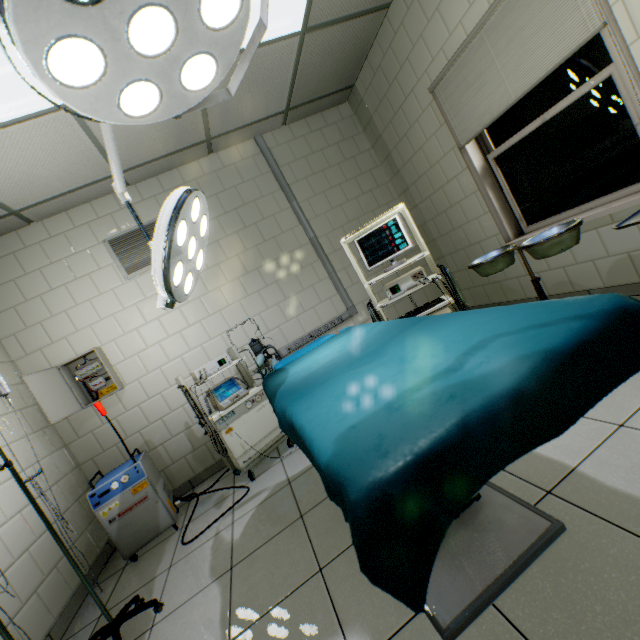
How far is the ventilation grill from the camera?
3.5 meters

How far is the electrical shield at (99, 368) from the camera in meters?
3.2 m

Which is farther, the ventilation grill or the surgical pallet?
the ventilation grill

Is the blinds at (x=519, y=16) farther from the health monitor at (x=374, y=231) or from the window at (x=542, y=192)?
the health monitor at (x=374, y=231)

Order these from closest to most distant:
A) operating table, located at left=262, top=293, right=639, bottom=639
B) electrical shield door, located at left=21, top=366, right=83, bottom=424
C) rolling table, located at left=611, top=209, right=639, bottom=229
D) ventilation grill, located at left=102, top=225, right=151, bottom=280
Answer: operating table, located at left=262, top=293, right=639, bottom=639, rolling table, located at left=611, top=209, right=639, bottom=229, electrical shield door, located at left=21, top=366, right=83, bottom=424, ventilation grill, located at left=102, top=225, right=151, bottom=280

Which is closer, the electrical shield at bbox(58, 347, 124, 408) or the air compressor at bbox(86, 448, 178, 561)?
the air compressor at bbox(86, 448, 178, 561)

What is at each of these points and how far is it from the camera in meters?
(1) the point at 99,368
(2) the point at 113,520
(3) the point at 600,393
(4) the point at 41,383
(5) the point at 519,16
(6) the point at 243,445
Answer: (1) electrical shield, 3.4 m
(2) air compressor, 2.6 m
(3) operating table, 0.6 m
(4) electrical shield door, 3.0 m
(5) blinds, 2.2 m
(6) artificialrespiration, 3.0 m

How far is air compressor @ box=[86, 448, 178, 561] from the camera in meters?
2.6
